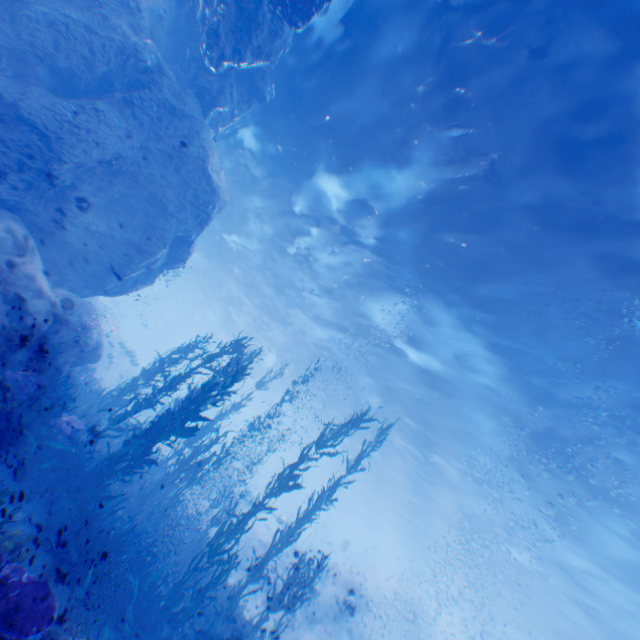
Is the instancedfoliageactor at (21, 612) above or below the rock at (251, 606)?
above

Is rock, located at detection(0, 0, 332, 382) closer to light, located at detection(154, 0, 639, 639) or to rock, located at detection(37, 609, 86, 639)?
light, located at detection(154, 0, 639, 639)

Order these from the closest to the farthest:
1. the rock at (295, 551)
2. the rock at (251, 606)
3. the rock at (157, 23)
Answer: the rock at (157, 23) < the rock at (251, 606) < the rock at (295, 551)

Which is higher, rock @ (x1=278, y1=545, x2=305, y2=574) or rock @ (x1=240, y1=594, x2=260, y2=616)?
rock @ (x1=278, y1=545, x2=305, y2=574)

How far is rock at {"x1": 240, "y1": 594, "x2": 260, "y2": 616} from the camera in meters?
19.8

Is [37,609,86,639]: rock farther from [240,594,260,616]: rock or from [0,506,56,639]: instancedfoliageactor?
[240,594,260,616]: rock

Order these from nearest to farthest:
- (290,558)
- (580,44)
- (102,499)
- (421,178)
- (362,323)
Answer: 1. (580,44)
2. (102,499)
3. (421,178)
4. (362,323)
5. (290,558)

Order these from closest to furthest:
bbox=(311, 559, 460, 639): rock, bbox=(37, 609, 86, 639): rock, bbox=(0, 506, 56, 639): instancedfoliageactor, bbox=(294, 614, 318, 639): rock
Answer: bbox=(0, 506, 56, 639): instancedfoliageactor < bbox=(37, 609, 86, 639): rock < bbox=(294, 614, 318, 639): rock < bbox=(311, 559, 460, 639): rock
